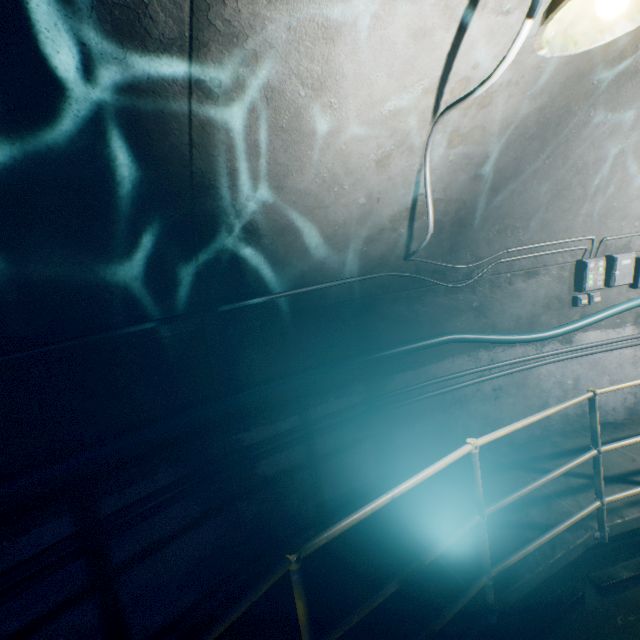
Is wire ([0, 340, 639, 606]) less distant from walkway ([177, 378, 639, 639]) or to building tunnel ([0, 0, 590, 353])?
building tunnel ([0, 0, 590, 353])

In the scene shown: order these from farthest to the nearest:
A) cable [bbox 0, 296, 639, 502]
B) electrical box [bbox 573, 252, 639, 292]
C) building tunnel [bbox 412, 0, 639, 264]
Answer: electrical box [bbox 573, 252, 639, 292] < building tunnel [bbox 412, 0, 639, 264] < cable [bbox 0, 296, 639, 502]

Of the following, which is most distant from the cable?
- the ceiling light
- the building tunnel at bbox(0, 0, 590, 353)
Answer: the ceiling light

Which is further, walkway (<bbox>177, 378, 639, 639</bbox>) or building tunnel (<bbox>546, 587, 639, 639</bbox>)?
building tunnel (<bbox>546, 587, 639, 639</bbox>)

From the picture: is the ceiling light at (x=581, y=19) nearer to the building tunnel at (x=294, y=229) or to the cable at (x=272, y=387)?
the building tunnel at (x=294, y=229)

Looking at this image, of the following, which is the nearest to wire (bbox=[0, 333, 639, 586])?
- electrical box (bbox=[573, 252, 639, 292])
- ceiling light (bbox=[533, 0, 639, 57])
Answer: electrical box (bbox=[573, 252, 639, 292])

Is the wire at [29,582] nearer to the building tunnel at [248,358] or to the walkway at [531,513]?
the building tunnel at [248,358]

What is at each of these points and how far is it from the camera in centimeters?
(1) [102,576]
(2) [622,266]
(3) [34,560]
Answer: (1) building tunnel, 208cm
(2) electrical box, 393cm
(3) wire, 180cm
